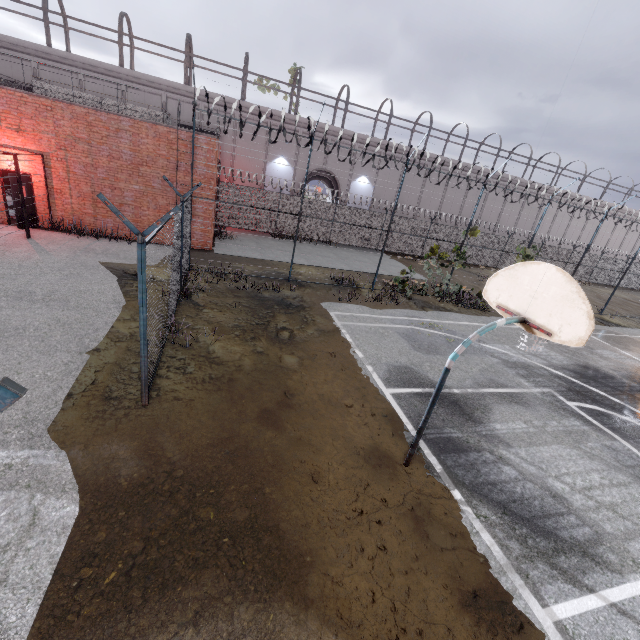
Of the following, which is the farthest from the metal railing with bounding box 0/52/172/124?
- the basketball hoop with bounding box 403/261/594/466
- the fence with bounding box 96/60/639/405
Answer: the basketball hoop with bounding box 403/261/594/466

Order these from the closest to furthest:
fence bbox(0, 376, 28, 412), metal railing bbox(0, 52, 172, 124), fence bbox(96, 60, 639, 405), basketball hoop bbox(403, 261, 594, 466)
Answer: fence bbox(0, 376, 28, 412) < basketball hoop bbox(403, 261, 594, 466) < fence bbox(96, 60, 639, 405) < metal railing bbox(0, 52, 172, 124)

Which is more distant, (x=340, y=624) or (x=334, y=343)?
(x=334, y=343)

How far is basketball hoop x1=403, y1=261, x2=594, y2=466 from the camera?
4.1m

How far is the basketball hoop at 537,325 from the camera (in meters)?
4.08

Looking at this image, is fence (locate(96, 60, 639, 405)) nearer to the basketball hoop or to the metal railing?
the metal railing

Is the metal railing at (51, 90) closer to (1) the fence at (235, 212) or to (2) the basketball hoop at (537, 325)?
(1) the fence at (235, 212)
